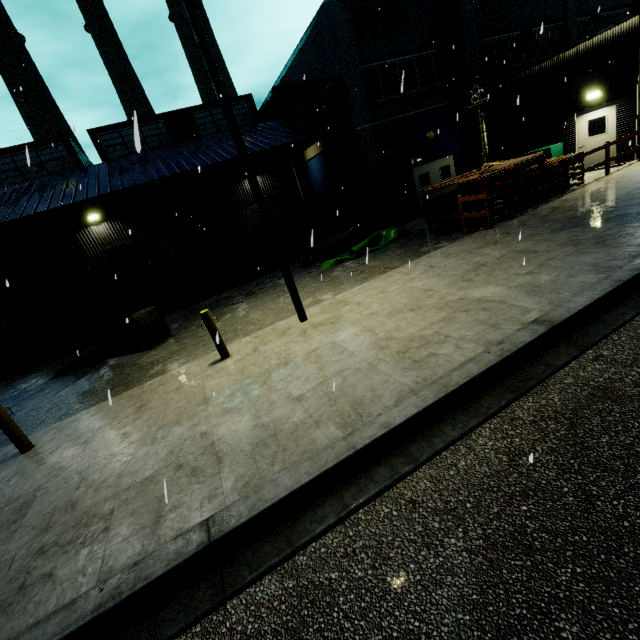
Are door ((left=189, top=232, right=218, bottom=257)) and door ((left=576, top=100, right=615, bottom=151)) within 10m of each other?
no

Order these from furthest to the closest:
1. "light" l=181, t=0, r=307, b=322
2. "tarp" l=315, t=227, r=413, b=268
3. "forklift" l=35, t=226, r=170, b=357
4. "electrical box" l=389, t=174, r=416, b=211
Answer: "electrical box" l=389, t=174, r=416, b=211
"tarp" l=315, t=227, r=413, b=268
"forklift" l=35, t=226, r=170, b=357
"light" l=181, t=0, r=307, b=322

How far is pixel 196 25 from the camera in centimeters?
584cm

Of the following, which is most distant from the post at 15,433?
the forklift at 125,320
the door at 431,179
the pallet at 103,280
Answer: the door at 431,179

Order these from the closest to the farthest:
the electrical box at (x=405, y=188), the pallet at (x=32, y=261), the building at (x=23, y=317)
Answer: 1. the pallet at (x=32, y=261)
2. the building at (x=23, y=317)
3. the electrical box at (x=405, y=188)

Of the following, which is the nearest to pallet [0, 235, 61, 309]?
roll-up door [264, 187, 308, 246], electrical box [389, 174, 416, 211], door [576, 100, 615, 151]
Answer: roll-up door [264, 187, 308, 246]

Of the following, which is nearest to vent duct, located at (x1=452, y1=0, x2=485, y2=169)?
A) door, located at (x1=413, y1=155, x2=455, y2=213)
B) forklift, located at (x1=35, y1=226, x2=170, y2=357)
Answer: door, located at (x1=413, y1=155, x2=455, y2=213)

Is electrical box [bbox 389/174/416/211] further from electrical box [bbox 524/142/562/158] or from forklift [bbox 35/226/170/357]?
forklift [bbox 35/226/170/357]
